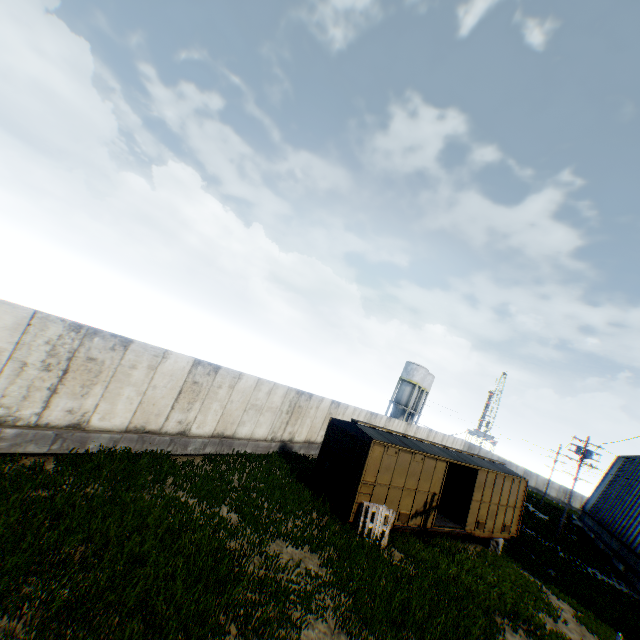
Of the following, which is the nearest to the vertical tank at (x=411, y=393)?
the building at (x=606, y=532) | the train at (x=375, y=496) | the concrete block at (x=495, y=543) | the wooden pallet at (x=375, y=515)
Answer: the building at (x=606, y=532)

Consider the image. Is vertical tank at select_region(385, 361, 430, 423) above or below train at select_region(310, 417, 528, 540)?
above

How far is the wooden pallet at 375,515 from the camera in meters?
12.4

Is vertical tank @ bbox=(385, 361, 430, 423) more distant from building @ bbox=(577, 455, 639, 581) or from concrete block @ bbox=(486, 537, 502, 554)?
concrete block @ bbox=(486, 537, 502, 554)

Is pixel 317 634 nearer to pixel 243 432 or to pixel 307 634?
pixel 307 634

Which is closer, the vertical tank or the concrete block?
the concrete block

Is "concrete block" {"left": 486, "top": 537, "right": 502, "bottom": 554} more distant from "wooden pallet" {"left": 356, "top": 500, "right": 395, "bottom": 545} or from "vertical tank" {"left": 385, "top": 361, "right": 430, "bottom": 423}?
"vertical tank" {"left": 385, "top": 361, "right": 430, "bottom": 423}

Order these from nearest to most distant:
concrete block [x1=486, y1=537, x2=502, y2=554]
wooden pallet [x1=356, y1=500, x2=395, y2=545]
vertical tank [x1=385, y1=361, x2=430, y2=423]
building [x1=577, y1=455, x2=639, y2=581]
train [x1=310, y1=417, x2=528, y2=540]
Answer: wooden pallet [x1=356, y1=500, x2=395, y2=545] → train [x1=310, y1=417, x2=528, y2=540] → concrete block [x1=486, y1=537, x2=502, y2=554] → building [x1=577, y1=455, x2=639, y2=581] → vertical tank [x1=385, y1=361, x2=430, y2=423]
